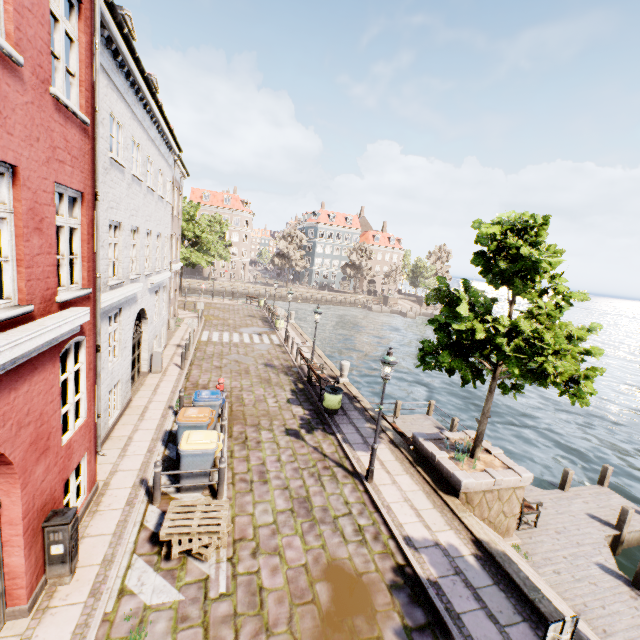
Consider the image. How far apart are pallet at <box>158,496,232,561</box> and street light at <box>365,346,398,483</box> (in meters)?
3.75

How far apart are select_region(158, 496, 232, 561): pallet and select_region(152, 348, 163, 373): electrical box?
8.7 meters

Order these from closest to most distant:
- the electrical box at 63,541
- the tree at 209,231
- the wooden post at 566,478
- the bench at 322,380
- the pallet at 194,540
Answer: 1. the electrical box at 63,541
2. the pallet at 194,540
3. the wooden post at 566,478
4. the bench at 322,380
5. the tree at 209,231

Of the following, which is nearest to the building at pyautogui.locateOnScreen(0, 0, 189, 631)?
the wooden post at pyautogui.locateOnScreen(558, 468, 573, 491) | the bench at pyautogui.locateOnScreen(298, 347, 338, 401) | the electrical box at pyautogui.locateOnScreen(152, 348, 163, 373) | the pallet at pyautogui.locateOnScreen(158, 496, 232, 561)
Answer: the electrical box at pyautogui.locateOnScreen(152, 348, 163, 373)

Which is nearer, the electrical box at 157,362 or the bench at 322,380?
the bench at 322,380

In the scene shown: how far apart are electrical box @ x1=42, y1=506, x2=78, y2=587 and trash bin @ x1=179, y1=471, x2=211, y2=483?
2.26m

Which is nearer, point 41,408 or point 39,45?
point 39,45

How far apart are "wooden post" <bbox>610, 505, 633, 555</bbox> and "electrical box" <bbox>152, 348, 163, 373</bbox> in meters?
17.9 m
